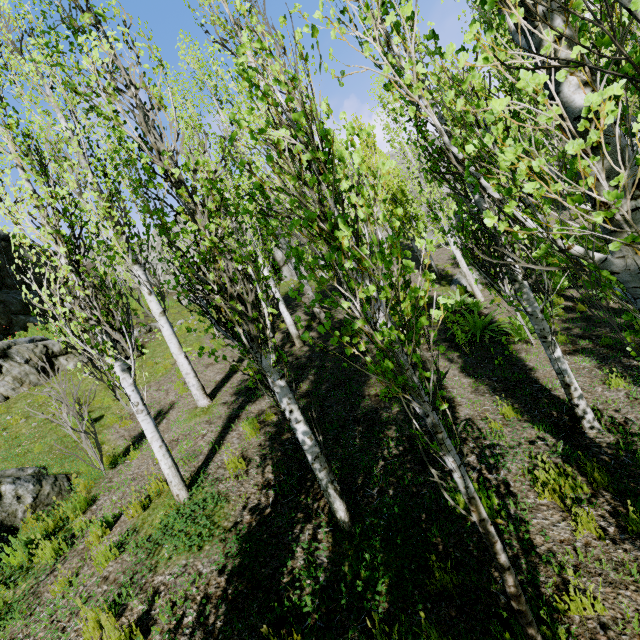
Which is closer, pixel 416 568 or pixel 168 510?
pixel 416 568

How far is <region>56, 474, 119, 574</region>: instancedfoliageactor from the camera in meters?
4.2

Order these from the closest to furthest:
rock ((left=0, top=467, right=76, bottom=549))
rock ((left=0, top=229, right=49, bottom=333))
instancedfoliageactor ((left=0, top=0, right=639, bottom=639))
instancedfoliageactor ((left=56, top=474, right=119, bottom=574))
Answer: instancedfoliageactor ((left=0, top=0, right=639, bottom=639)) → instancedfoliageactor ((left=56, top=474, right=119, bottom=574)) → rock ((left=0, top=467, right=76, bottom=549)) → rock ((left=0, top=229, right=49, bottom=333))

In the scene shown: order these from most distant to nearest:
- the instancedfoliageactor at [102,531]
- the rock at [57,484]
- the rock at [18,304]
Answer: the rock at [18,304]
the rock at [57,484]
the instancedfoliageactor at [102,531]

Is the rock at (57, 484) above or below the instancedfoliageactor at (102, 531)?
above

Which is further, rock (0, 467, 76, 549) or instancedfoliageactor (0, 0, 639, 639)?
rock (0, 467, 76, 549)

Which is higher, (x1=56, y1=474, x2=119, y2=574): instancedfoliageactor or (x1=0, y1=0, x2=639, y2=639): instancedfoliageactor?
(x1=0, y1=0, x2=639, y2=639): instancedfoliageactor

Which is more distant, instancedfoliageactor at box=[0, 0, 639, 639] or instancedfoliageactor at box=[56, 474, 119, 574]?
instancedfoliageactor at box=[56, 474, 119, 574]
